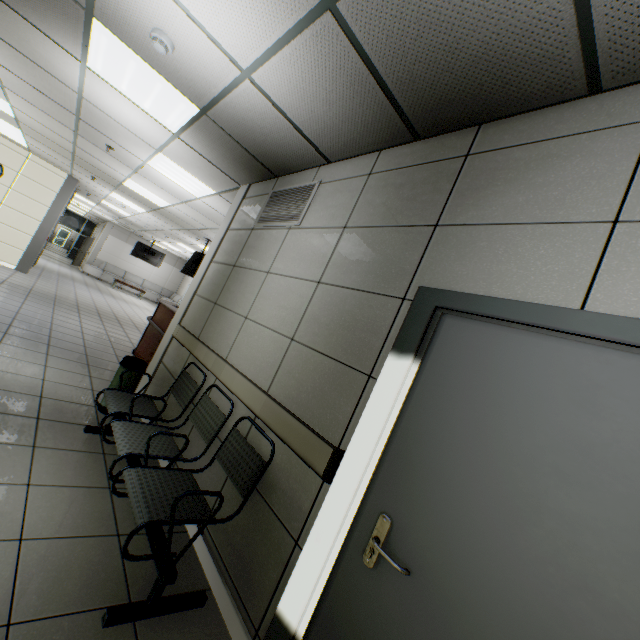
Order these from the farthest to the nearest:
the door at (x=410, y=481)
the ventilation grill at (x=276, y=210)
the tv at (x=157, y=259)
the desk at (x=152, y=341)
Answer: the tv at (x=157, y=259) → the desk at (x=152, y=341) → the ventilation grill at (x=276, y=210) → the door at (x=410, y=481)

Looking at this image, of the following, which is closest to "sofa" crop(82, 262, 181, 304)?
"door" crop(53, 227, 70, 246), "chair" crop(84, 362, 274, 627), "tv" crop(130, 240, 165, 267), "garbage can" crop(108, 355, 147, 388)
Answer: "tv" crop(130, 240, 165, 267)

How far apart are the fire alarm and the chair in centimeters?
267cm

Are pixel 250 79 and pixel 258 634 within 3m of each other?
no

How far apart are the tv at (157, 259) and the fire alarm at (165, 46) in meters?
16.4

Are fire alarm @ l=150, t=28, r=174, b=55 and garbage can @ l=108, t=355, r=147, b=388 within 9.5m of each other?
yes

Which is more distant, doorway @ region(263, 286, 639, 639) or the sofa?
the sofa

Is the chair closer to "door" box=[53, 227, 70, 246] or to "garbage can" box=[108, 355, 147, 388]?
"garbage can" box=[108, 355, 147, 388]
